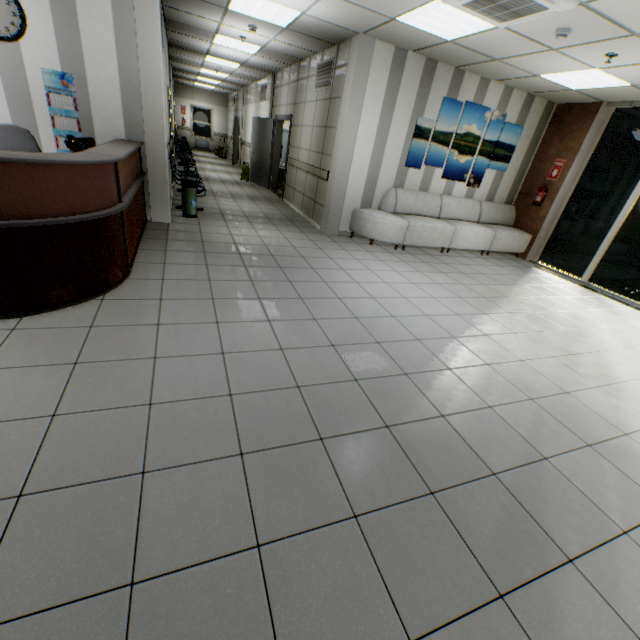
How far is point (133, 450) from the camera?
1.8m

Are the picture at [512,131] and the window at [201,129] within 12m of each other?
no

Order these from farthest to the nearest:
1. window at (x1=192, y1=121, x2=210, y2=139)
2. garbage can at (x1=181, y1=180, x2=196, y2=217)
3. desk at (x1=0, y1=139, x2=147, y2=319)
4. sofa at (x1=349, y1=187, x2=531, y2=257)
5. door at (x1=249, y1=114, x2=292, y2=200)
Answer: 1. window at (x1=192, y1=121, x2=210, y2=139)
2. door at (x1=249, y1=114, x2=292, y2=200)
3. sofa at (x1=349, y1=187, x2=531, y2=257)
4. garbage can at (x1=181, y1=180, x2=196, y2=217)
5. desk at (x1=0, y1=139, x2=147, y2=319)

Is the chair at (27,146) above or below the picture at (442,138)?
below

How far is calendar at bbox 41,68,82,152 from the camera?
4.3m

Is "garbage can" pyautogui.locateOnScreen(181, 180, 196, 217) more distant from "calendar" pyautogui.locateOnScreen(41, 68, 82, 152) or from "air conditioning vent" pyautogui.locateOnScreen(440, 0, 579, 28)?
"air conditioning vent" pyautogui.locateOnScreen(440, 0, 579, 28)

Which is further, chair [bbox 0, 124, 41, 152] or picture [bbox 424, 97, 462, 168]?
picture [bbox 424, 97, 462, 168]

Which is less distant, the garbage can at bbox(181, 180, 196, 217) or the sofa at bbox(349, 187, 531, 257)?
the garbage can at bbox(181, 180, 196, 217)
